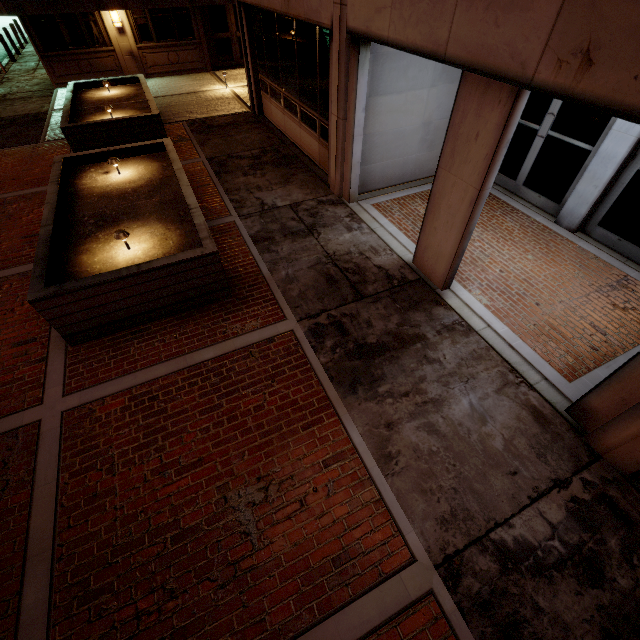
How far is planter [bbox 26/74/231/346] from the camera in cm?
458

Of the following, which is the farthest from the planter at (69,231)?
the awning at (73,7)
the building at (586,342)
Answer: the awning at (73,7)

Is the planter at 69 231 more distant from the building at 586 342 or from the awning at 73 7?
the awning at 73 7

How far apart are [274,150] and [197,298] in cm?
658

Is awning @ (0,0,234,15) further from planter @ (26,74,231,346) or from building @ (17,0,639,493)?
planter @ (26,74,231,346)

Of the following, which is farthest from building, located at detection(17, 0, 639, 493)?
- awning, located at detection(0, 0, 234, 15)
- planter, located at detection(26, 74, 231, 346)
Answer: awning, located at detection(0, 0, 234, 15)

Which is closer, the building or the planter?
the building
